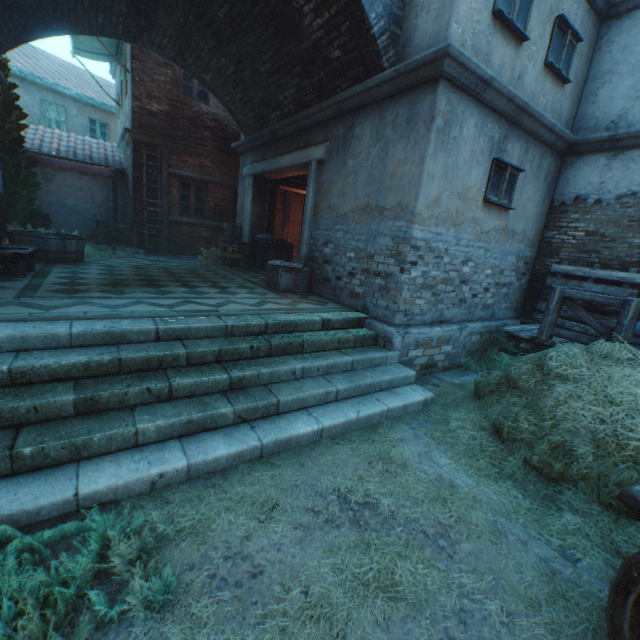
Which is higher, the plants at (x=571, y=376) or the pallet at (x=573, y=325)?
the pallet at (x=573, y=325)

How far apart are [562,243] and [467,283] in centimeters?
286cm

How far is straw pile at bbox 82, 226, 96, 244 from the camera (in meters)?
11.86

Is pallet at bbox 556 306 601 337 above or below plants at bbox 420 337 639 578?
above

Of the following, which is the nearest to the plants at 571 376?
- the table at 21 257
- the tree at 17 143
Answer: the table at 21 257

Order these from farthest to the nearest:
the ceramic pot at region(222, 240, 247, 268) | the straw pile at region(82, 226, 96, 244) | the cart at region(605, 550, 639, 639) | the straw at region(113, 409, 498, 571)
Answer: the straw pile at region(82, 226, 96, 244)
the ceramic pot at region(222, 240, 247, 268)
the straw at region(113, 409, 498, 571)
the cart at region(605, 550, 639, 639)

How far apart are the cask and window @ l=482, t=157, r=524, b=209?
8.7 meters

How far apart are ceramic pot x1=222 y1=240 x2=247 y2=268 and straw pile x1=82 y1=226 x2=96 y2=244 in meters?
4.6
